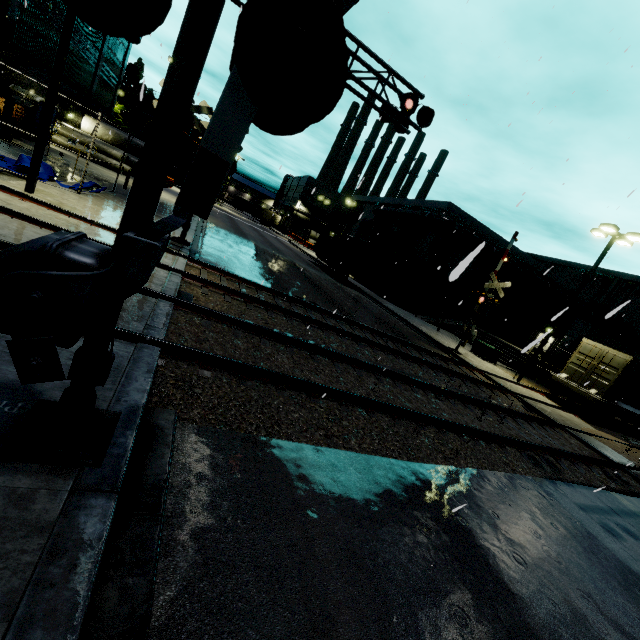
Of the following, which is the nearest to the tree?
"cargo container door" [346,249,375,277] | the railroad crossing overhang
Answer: "cargo container door" [346,249,375,277]

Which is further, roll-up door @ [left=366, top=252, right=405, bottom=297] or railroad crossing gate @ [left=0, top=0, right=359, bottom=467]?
roll-up door @ [left=366, top=252, right=405, bottom=297]

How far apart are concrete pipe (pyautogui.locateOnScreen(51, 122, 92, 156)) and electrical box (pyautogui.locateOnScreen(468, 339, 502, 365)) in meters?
33.6

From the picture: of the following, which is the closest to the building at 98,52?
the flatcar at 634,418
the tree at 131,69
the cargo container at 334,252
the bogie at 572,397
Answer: the tree at 131,69

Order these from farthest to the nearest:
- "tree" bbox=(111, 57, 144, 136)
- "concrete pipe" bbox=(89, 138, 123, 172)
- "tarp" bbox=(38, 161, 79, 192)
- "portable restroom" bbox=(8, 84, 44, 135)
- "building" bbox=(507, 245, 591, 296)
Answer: "tree" bbox=(111, 57, 144, 136)
"building" bbox=(507, 245, 591, 296)
"concrete pipe" bbox=(89, 138, 123, 172)
"portable restroom" bbox=(8, 84, 44, 135)
"tarp" bbox=(38, 161, 79, 192)

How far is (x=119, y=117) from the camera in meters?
55.8

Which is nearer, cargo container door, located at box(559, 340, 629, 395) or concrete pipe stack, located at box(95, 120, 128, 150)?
cargo container door, located at box(559, 340, 629, 395)

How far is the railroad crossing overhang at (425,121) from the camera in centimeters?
1078cm
